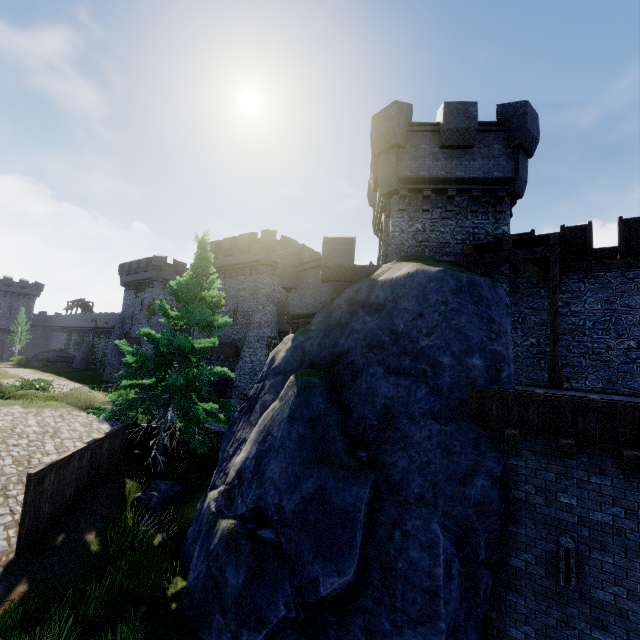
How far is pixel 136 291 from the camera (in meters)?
44.88

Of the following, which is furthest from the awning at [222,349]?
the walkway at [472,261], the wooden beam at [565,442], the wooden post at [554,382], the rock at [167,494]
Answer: the wooden beam at [565,442]

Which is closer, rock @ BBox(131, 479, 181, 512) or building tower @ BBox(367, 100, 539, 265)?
rock @ BBox(131, 479, 181, 512)

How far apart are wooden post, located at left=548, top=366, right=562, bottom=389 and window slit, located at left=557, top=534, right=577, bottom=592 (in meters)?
3.75

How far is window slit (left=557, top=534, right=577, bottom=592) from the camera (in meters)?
6.74

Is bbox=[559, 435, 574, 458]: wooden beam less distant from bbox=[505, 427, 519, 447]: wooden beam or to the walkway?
bbox=[505, 427, 519, 447]: wooden beam

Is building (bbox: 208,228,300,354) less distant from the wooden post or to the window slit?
the wooden post

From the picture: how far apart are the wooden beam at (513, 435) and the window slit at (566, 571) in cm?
194
